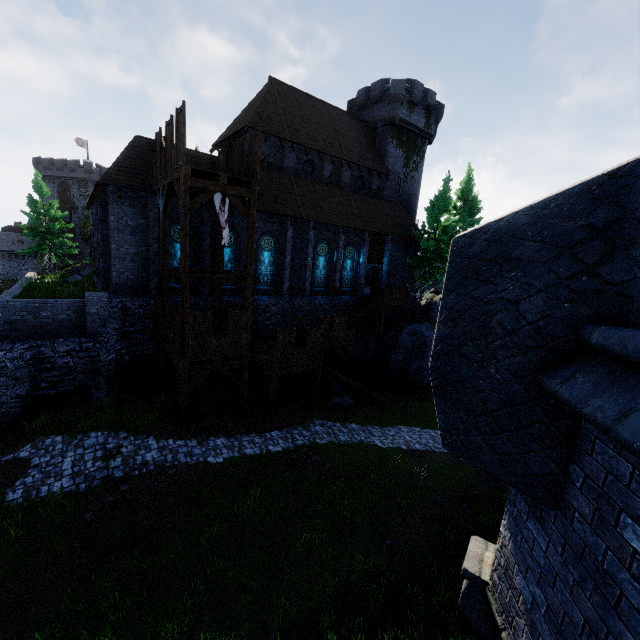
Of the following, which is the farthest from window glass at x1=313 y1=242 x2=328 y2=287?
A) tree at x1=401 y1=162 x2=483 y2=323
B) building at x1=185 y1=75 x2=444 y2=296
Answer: tree at x1=401 y1=162 x2=483 y2=323

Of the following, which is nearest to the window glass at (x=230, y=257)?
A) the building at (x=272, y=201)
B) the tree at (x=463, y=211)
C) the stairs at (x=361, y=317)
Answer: the building at (x=272, y=201)

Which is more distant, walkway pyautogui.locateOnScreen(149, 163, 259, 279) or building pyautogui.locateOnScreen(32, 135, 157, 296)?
building pyautogui.locateOnScreen(32, 135, 157, 296)

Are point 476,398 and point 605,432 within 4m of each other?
yes

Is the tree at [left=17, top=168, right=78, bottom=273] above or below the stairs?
above

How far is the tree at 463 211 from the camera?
28.4 meters

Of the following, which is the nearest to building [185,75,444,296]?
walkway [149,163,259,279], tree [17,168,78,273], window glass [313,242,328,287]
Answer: walkway [149,163,259,279]

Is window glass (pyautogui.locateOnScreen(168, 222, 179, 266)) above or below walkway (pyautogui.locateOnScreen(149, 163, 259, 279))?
below
